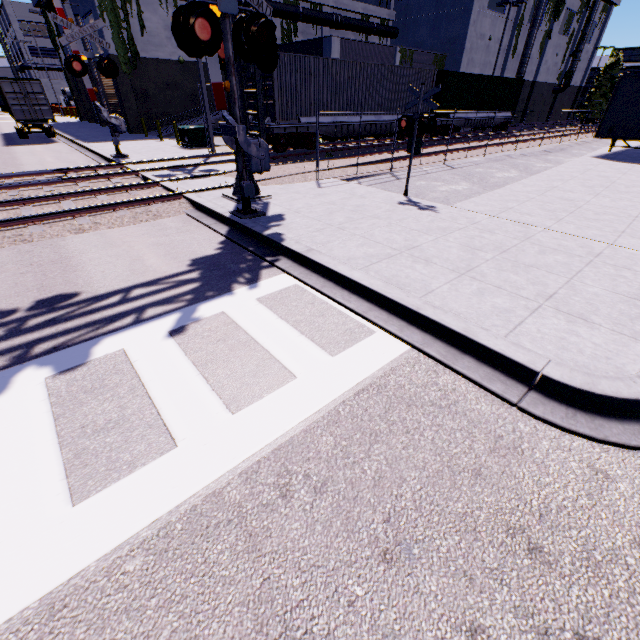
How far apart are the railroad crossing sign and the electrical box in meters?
14.0 m

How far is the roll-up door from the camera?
27.2m

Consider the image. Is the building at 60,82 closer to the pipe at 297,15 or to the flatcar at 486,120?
the pipe at 297,15

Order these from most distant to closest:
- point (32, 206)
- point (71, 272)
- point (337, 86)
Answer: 1. point (337, 86)
2. point (32, 206)
3. point (71, 272)

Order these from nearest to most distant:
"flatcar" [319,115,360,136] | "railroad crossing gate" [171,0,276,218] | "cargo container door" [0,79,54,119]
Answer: "railroad crossing gate" [171,0,276,218], "flatcar" [319,115,360,136], "cargo container door" [0,79,54,119]

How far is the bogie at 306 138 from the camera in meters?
15.6 m

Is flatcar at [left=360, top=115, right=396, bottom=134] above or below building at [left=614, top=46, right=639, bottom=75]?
below

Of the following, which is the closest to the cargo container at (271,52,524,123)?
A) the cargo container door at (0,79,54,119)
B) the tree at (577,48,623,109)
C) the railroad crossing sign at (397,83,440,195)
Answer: the cargo container door at (0,79,54,119)
